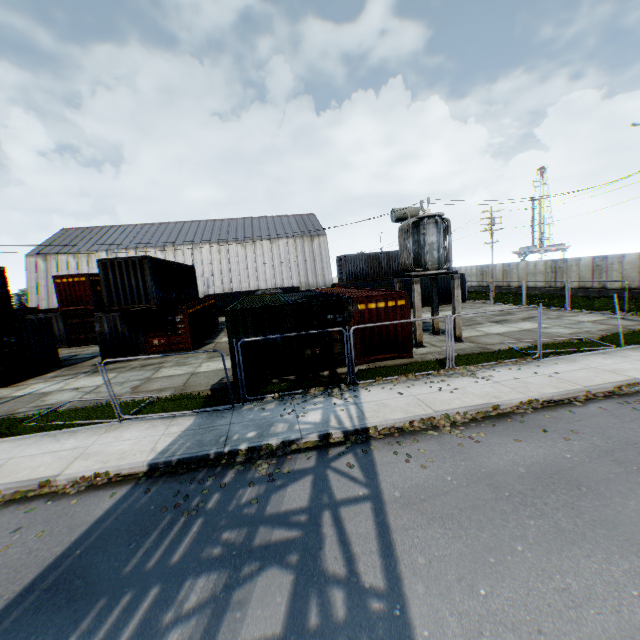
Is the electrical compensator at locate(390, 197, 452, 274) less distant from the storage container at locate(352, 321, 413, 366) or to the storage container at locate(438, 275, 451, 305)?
the storage container at locate(352, 321, 413, 366)

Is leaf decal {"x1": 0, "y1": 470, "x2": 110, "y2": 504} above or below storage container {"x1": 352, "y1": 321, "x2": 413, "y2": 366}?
below

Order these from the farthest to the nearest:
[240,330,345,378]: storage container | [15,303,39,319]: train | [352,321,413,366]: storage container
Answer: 1. [15,303,39,319]: train
2. [352,321,413,366]: storage container
3. [240,330,345,378]: storage container

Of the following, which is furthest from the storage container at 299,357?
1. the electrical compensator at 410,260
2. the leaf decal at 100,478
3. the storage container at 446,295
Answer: the leaf decal at 100,478

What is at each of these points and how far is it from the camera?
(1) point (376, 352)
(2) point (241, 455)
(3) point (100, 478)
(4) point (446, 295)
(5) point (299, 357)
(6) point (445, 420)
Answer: (1) storage container, 14.0m
(2) leaf decal, 7.8m
(3) leaf decal, 7.4m
(4) storage container, 32.3m
(5) storage container, 13.4m
(6) leaf decal, 8.7m

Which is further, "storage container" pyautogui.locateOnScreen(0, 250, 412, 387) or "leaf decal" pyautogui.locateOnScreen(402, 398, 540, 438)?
"storage container" pyautogui.locateOnScreen(0, 250, 412, 387)

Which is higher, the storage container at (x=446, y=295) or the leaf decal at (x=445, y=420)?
the storage container at (x=446, y=295)

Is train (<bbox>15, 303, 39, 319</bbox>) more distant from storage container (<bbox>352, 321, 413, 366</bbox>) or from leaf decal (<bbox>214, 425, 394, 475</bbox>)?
leaf decal (<bbox>214, 425, 394, 475</bbox>)
